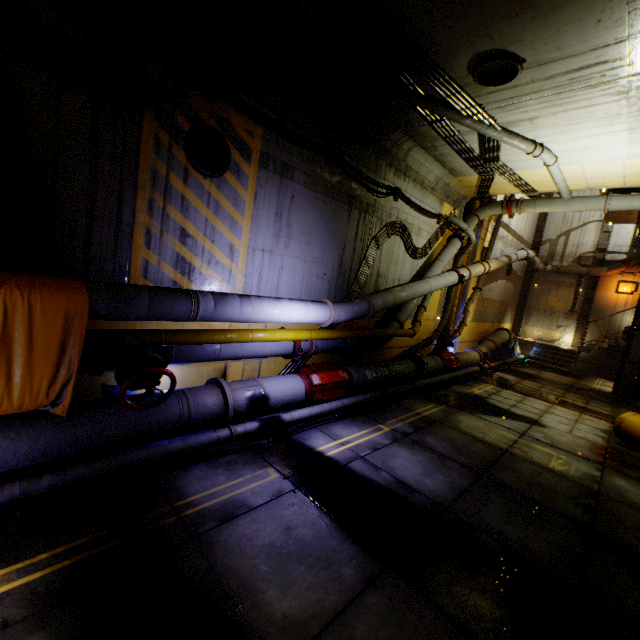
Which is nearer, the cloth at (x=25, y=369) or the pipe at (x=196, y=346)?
the cloth at (x=25, y=369)

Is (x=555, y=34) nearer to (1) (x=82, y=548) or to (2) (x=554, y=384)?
(1) (x=82, y=548)

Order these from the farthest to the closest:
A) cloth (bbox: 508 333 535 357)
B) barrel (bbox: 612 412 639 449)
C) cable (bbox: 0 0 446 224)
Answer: cloth (bbox: 508 333 535 357) → barrel (bbox: 612 412 639 449) → cable (bbox: 0 0 446 224)

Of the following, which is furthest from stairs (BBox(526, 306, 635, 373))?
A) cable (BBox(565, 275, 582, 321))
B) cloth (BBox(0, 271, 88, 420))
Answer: cloth (BBox(0, 271, 88, 420))

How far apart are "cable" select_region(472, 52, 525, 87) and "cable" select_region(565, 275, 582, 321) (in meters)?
18.71

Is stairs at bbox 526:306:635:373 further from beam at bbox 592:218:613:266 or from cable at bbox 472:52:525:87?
cable at bbox 472:52:525:87

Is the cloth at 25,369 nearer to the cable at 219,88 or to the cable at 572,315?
the cable at 219,88

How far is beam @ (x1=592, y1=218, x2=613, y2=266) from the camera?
18.91m
